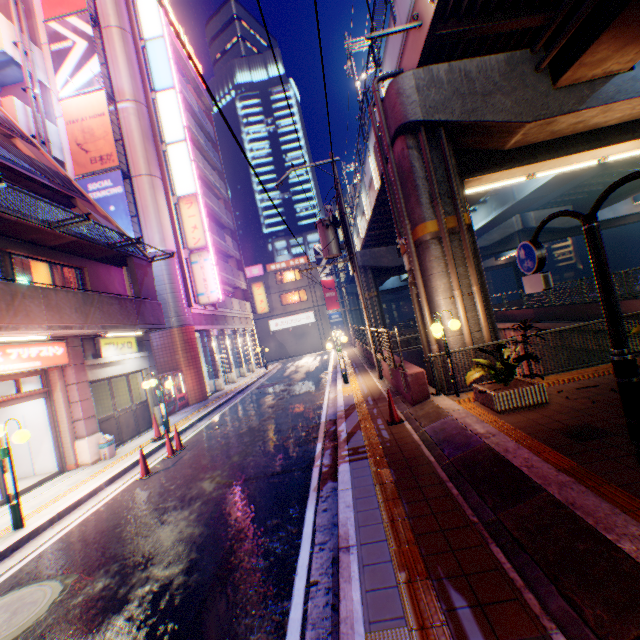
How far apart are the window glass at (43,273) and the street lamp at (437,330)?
12.3 meters

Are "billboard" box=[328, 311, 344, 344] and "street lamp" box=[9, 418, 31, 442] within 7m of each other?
no

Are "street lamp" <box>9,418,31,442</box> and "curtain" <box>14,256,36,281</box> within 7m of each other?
yes

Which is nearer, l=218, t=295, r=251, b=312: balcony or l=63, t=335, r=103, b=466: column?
l=63, t=335, r=103, b=466: column

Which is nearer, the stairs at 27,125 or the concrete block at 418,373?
the concrete block at 418,373

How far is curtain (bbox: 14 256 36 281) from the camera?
9.9m

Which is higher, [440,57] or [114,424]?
[440,57]

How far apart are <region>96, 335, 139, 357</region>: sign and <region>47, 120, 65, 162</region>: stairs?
12.3 meters
